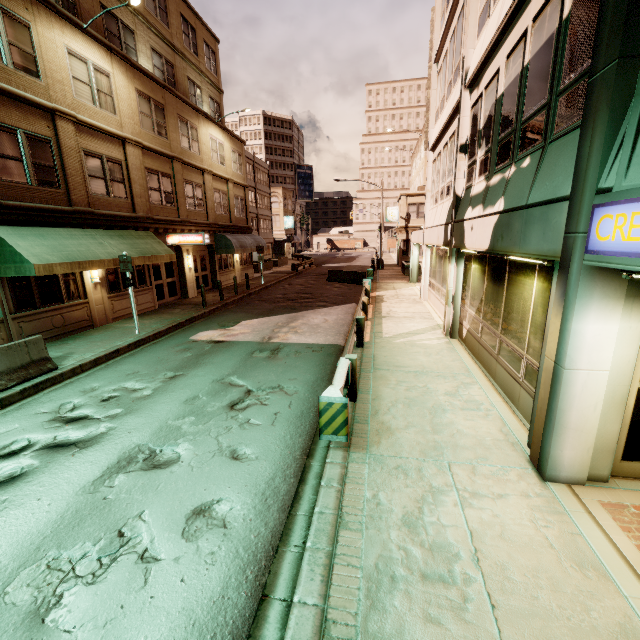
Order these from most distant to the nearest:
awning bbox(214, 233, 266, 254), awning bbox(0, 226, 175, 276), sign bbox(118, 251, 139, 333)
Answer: awning bbox(214, 233, 266, 254)
sign bbox(118, 251, 139, 333)
awning bbox(0, 226, 175, 276)

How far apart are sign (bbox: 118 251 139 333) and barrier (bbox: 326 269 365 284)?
16.42m

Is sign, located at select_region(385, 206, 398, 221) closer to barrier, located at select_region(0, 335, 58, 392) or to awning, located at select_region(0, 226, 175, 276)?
awning, located at select_region(0, 226, 175, 276)

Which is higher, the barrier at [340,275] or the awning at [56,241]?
the awning at [56,241]

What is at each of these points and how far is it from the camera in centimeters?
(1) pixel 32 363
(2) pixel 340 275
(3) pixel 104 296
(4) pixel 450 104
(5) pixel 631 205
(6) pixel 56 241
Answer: (1) barrier, 849cm
(2) barrier, 2673cm
(3) building, 1388cm
(4) building, 1162cm
(5) sign, 297cm
(6) awning, 1098cm

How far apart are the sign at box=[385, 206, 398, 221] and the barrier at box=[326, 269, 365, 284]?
16.4m

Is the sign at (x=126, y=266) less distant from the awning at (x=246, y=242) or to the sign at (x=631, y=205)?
the awning at (x=246, y=242)

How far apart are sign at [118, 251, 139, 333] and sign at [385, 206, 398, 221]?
33.66m
